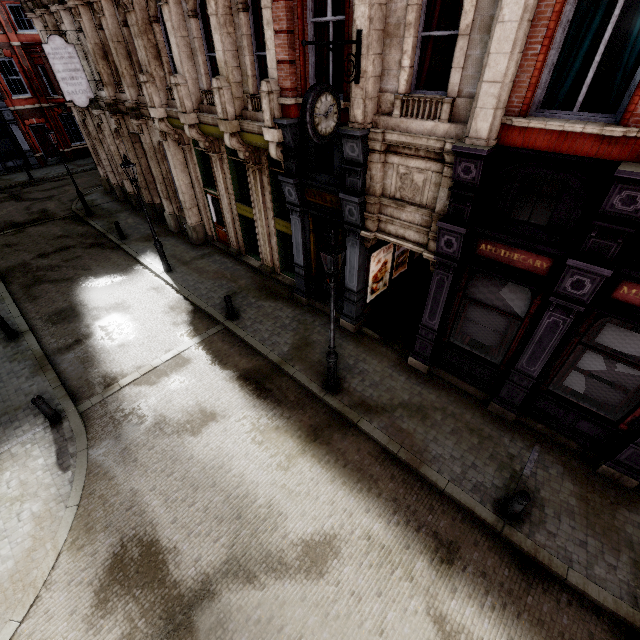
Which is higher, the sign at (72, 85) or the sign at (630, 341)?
the sign at (72, 85)

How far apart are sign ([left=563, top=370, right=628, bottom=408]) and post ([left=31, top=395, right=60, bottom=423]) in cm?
1291

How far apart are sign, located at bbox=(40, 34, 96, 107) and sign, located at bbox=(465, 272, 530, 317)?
18.5m

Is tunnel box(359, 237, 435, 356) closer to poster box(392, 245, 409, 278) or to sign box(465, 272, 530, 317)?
poster box(392, 245, 409, 278)

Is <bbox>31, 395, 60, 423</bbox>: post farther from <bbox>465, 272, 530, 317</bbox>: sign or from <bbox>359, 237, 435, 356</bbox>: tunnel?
<bbox>465, 272, 530, 317</bbox>: sign

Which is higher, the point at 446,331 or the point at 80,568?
the point at 446,331

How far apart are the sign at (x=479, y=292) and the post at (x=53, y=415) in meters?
11.2

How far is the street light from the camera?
6.41m
